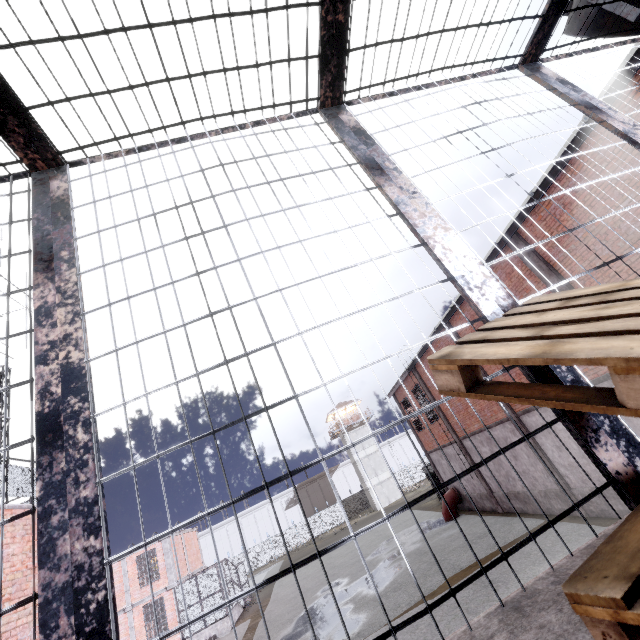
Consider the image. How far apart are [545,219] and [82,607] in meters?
11.9

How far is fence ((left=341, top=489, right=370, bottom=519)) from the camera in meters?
50.1

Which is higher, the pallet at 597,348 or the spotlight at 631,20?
the spotlight at 631,20

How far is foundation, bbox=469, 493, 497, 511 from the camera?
17.9 meters

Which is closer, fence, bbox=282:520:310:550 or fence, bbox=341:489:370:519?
fence, bbox=282:520:310:550

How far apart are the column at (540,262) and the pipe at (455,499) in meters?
15.7

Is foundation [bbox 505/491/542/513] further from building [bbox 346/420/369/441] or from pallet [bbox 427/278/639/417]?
building [bbox 346/420/369/441]

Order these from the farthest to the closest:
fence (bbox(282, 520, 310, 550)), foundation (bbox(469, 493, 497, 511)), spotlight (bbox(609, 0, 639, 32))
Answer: fence (bbox(282, 520, 310, 550)), foundation (bbox(469, 493, 497, 511)), spotlight (bbox(609, 0, 639, 32))
